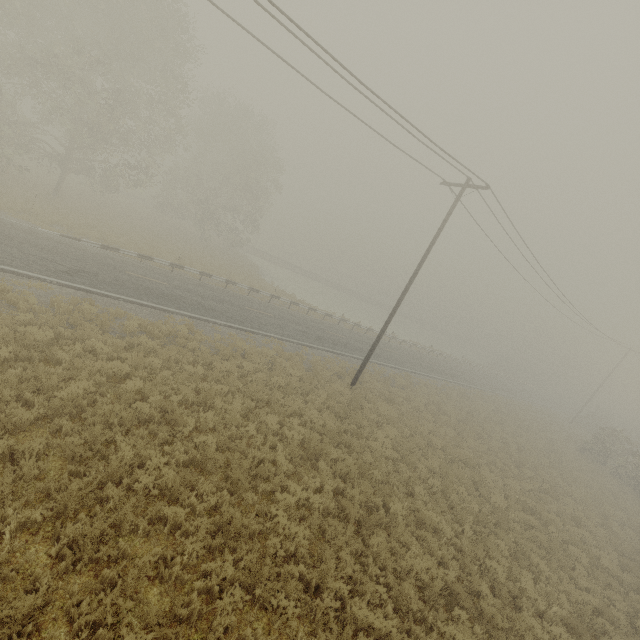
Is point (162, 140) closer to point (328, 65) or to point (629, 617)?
point (328, 65)
